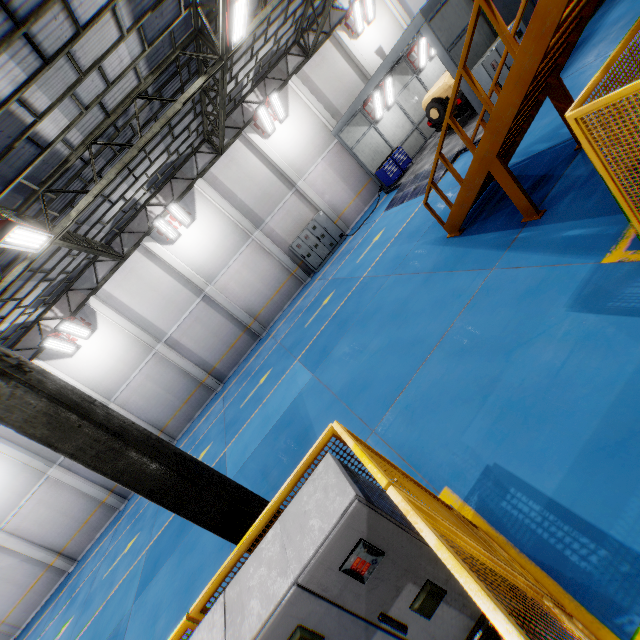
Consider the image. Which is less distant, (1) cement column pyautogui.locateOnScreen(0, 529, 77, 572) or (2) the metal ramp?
(2) the metal ramp

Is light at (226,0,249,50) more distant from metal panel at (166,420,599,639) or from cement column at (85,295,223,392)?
cement column at (85,295,223,392)

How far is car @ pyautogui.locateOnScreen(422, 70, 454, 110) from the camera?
13.6m

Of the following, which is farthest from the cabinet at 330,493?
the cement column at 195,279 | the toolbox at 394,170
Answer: the toolbox at 394,170

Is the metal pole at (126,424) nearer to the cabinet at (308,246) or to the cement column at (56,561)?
the cabinet at (308,246)

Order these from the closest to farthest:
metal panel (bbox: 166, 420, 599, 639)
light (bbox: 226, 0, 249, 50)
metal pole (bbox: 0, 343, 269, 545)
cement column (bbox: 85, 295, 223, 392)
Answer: metal panel (bbox: 166, 420, 599, 639) → metal pole (bbox: 0, 343, 269, 545) → light (bbox: 226, 0, 249, 50) → cement column (bbox: 85, 295, 223, 392)

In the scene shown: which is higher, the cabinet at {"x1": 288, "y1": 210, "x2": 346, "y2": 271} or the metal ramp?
the cabinet at {"x1": 288, "y1": 210, "x2": 346, "y2": 271}

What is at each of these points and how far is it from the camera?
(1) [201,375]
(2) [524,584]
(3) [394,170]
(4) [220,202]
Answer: (1) cement column, 17.9m
(2) metal panel, 2.4m
(3) toolbox, 17.3m
(4) cement column, 17.2m
